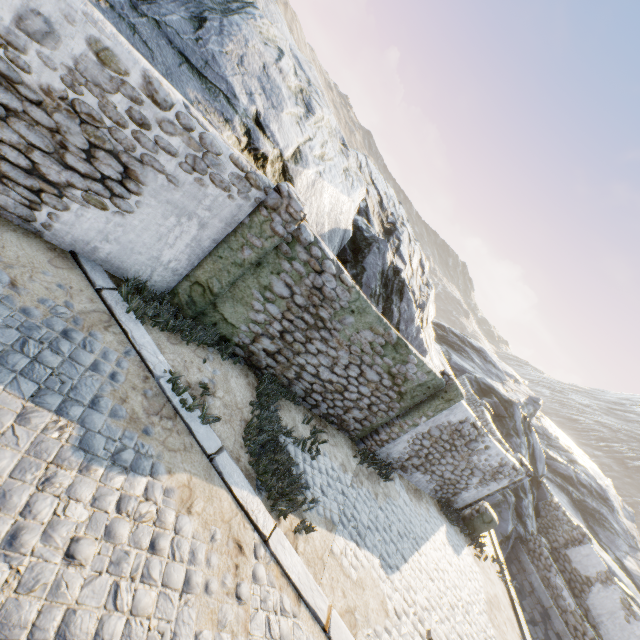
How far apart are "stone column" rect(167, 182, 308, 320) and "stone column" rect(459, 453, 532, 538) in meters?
11.4

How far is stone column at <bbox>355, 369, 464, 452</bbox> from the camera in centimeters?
830cm

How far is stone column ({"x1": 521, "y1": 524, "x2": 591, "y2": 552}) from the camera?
17.4 meters

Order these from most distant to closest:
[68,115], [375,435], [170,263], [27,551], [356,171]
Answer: [356,171]
[375,435]
[170,263]
[68,115]
[27,551]

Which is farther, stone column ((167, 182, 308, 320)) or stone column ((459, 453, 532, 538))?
stone column ((459, 453, 532, 538))

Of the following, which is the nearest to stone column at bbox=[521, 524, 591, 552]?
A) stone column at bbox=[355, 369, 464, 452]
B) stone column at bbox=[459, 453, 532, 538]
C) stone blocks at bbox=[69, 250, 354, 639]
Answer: stone blocks at bbox=[69, 250, 354, 639]

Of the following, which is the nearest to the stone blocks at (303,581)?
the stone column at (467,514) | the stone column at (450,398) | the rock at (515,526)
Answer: the rock at (515,526)

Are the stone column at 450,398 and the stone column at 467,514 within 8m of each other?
yes
